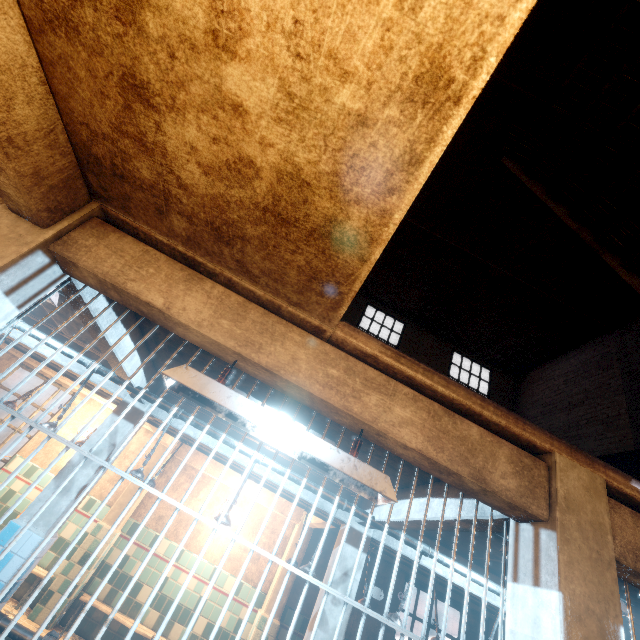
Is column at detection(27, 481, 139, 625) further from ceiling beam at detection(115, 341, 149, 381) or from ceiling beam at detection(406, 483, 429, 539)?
ceiling beam at detection(406, 483, 429, 539)

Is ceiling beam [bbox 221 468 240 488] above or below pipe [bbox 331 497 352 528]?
above

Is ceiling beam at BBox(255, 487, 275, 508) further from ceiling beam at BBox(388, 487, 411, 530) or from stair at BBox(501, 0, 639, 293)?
stair at BBox(501, 0, 639, 293)

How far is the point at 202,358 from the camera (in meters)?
2.83

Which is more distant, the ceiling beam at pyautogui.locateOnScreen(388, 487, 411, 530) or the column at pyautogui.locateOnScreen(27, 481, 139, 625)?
the column at pyautogui.locateOnScreen(27, 481, 139, 625)

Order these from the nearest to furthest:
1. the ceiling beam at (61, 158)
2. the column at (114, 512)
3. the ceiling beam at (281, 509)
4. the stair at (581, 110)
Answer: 1. the ceiling beam at (61, 158)
2. the stair at (581, 110)
3. the column at (114, 512)
4. the ceiling beam at (281, 509)

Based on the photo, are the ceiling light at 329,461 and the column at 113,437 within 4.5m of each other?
yes

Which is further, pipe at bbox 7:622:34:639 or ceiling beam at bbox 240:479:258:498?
ceiling beam at bbox 240:479:258:498
